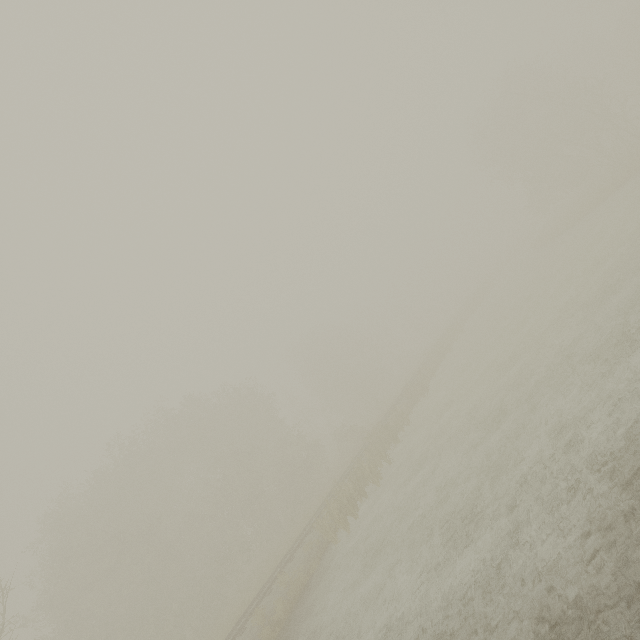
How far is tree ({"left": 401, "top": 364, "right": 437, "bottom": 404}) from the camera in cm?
2783

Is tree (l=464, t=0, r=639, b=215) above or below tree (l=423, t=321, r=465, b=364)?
above

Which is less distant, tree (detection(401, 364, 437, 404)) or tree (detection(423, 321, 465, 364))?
tree (detection(401, 364, 437, 404))

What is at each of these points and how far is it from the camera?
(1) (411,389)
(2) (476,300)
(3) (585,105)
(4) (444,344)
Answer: (1) tree, 28.97m
(2) tree, 44.38m
(3) tree, 29.75m
(4) tree, 34.97m

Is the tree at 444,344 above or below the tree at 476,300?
above

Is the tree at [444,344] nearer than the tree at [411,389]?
No

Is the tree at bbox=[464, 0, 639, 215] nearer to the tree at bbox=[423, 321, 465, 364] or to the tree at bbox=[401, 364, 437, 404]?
the tree at bbox=[423, 321, 465, 364]

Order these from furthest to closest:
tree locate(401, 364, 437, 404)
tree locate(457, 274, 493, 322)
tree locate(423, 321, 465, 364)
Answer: tree locate(457, 274, 493, 322)
tree locate(423, 321, 465, 364)
tree locate(401, 364, 437, 404)
